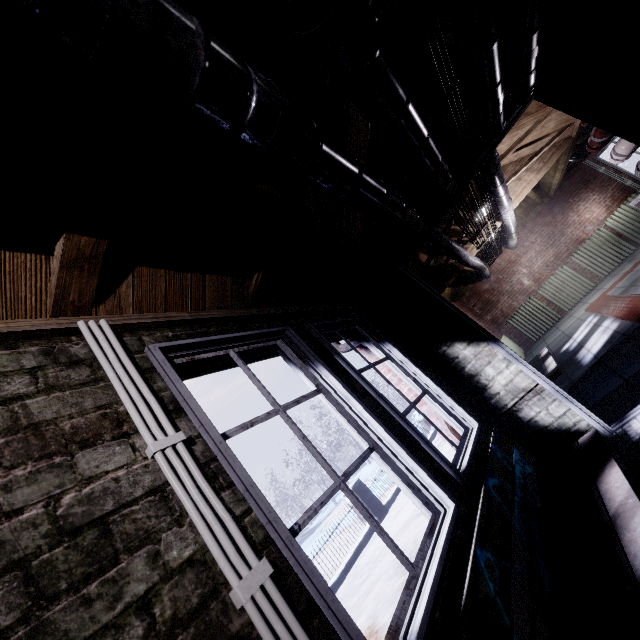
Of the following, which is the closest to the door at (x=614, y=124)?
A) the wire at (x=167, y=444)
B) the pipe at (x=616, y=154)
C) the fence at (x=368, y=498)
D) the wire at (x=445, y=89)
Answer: the wire at (x=445, y=89)

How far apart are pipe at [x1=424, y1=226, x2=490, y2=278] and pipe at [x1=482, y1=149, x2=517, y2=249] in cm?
55

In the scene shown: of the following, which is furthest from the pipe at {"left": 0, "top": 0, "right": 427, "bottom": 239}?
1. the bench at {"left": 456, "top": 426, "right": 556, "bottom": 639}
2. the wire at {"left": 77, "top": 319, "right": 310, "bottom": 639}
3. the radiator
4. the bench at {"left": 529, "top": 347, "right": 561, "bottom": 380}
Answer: the radiator

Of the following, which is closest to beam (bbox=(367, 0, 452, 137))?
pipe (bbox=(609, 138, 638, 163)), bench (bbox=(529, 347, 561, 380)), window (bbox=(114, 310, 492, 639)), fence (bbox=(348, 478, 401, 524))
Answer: window (bbox=(114, 310, 492, 639))

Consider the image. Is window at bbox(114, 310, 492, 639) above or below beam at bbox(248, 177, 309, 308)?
below

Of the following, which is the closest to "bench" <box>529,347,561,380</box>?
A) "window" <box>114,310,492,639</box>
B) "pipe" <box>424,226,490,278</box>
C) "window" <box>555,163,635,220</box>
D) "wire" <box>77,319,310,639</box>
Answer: "window" <box>114,310,492,639</box>

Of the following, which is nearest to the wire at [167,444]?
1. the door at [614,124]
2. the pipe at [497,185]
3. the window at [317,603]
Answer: the window at [317,603]

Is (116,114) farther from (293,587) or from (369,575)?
(369,575)
